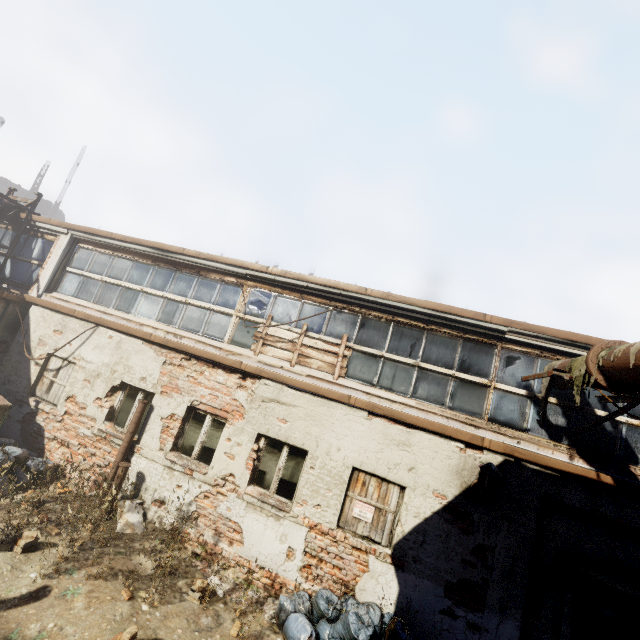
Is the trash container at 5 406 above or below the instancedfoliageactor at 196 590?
above

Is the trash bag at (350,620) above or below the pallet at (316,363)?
below

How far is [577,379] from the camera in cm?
510

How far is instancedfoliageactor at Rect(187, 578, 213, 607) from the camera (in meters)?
5.25

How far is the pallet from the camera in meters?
7.2

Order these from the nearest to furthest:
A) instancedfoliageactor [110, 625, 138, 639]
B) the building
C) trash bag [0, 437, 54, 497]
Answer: instancedfoliageactor [110, 625, 138, 639] → trash bag [0, 437, 54, 497] → the building

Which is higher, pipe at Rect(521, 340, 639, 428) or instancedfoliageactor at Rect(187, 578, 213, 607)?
pipe at Rect(521, 340, 639, 428)

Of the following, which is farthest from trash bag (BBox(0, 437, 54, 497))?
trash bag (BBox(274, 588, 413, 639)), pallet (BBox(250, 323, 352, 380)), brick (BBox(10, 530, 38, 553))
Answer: trash bag (BBox(274, 588, 413, 639))
